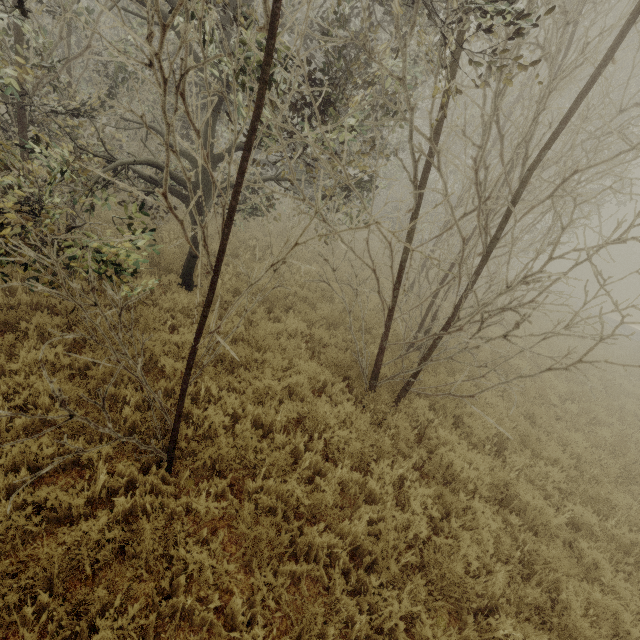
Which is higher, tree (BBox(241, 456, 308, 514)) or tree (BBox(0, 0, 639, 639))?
tree (BBox(0, 0, 639, 639))

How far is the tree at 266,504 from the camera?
4.0 meters

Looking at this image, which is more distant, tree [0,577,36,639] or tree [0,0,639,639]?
tree [0,0,639,639]

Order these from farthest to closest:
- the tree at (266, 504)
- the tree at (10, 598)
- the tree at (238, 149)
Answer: the tree at (266, 504) → the tree at (238, 149) → the tree at (10, 598)

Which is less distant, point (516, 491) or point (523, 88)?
point (523, 88)

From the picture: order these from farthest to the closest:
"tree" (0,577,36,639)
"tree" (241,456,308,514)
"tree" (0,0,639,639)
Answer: "tree" (241,456,308,514)
"tree" (0,0,639,639)
"tree" (0,577,36,639)

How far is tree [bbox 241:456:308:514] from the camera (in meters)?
4.02
